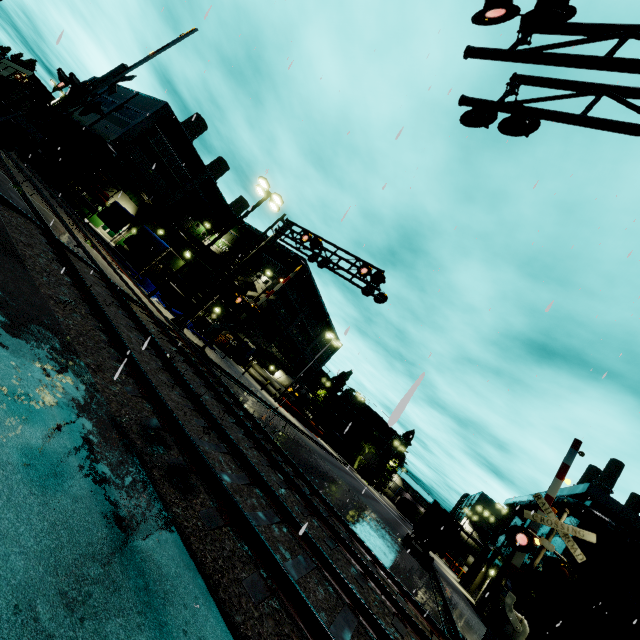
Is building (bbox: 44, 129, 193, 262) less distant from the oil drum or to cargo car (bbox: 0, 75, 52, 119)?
cargo car (bbox: 0, 75, 52, 119)

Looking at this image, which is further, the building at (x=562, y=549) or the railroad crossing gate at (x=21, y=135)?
the building at (x=562, y=549)

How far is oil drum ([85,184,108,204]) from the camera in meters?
27.9

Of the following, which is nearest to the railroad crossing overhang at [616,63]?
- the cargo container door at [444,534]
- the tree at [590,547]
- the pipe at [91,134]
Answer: the cargo container door at [444,534]

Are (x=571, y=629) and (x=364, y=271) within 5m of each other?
no

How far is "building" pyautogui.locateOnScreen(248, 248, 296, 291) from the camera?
39.59m

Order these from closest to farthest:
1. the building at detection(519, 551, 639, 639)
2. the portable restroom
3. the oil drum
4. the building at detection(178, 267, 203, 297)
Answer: the building at detection(519, 551, 639, 639)
the oil drum
the building at detection(178, 267, 203, 297)
the portable restroom

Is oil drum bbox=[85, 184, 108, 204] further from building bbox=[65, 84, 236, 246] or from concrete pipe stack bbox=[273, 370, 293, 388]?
concrete pipe stack bbox=[273, 370, 293, 388]
